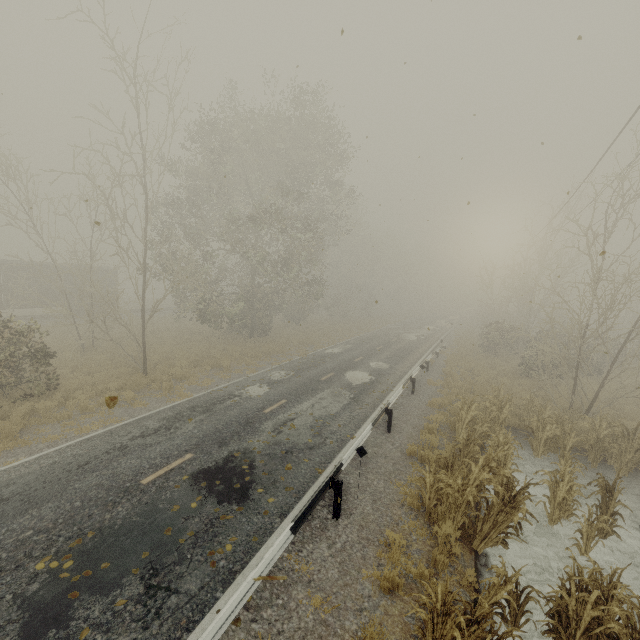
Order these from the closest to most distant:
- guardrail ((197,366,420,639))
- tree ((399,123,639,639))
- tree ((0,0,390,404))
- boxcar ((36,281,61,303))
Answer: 1. guardrail ((197,366,420,639))
2. tree ((399,123,639,639))
3. tree ((0,0,390,404))
4. boxcar ((36,281,61,303))

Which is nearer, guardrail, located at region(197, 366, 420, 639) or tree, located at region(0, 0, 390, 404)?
guardrail, located at region(197, 366, 420, 639)

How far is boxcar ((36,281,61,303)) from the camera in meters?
27.3

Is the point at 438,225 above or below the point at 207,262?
above

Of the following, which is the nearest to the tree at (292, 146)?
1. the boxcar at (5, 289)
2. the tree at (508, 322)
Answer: the tree at (508, 322)

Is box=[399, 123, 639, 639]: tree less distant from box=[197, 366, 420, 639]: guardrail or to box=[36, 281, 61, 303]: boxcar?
box=[197, 366, 420, 639]: guardrail

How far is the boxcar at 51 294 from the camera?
27.33m

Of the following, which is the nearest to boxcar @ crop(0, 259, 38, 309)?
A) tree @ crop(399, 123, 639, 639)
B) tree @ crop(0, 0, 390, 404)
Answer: tree @ crop(0, 0, 390, 404)
